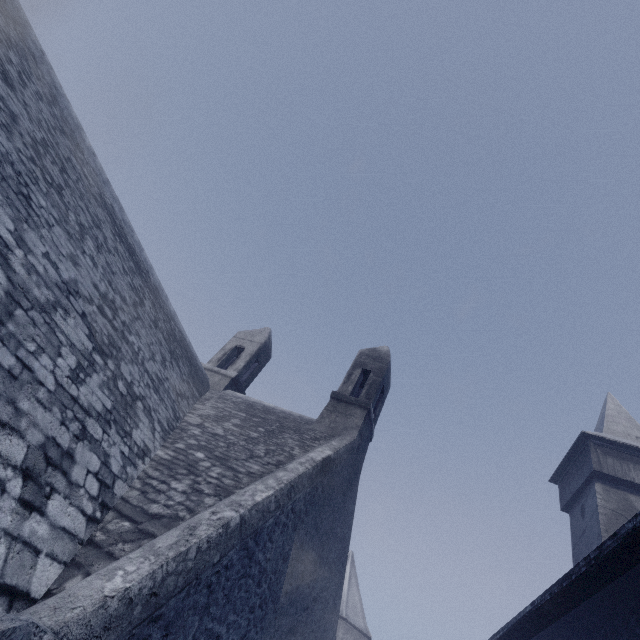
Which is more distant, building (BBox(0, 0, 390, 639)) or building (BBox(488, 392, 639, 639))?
building (BBox(488, 392, 639, 639))

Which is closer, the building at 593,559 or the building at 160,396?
the building at 160,396

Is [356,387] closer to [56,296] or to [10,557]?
[56,296]
